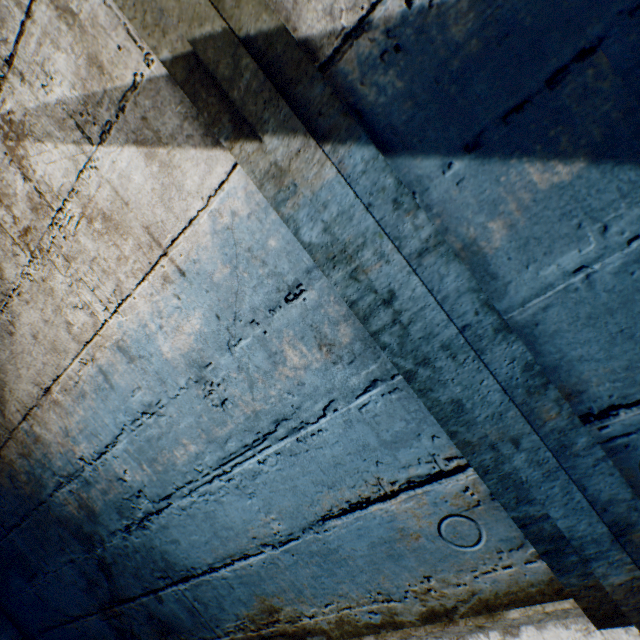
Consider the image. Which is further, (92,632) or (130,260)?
(92,632)
